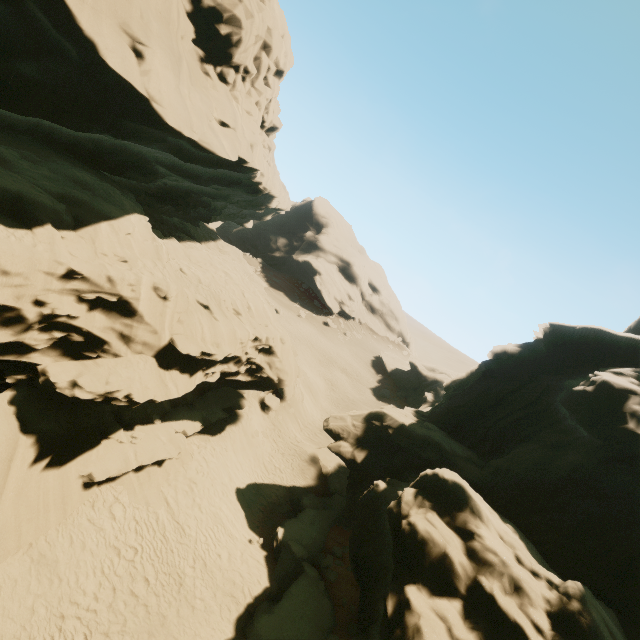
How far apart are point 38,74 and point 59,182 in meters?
6.7 m
